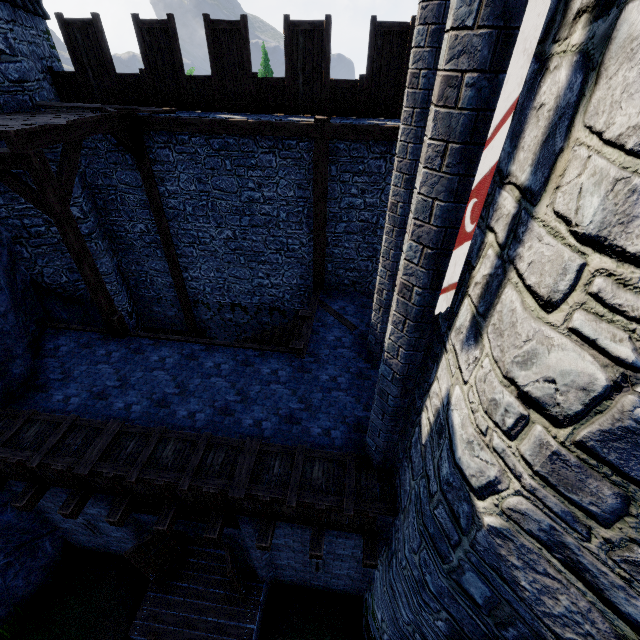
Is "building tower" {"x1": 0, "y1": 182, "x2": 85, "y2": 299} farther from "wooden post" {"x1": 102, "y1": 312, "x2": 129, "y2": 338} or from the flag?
the flag

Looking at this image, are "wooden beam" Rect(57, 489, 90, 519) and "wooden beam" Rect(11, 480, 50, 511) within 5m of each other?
yes

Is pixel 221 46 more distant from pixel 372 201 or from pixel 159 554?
pixel 159 554

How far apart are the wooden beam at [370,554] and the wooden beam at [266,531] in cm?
176

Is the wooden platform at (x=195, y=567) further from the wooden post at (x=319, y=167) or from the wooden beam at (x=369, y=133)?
the wooden beam at (x=369, y=133)

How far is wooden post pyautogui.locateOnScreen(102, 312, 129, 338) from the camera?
8.6 meters

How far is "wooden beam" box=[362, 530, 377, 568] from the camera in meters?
5.7 m

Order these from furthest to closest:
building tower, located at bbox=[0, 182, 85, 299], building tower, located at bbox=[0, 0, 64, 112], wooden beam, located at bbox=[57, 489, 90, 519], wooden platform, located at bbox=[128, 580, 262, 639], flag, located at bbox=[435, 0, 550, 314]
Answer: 1. building tower, located at bbox=[0, 182, 85, 299]
2. wooden platform, located at bbox=[128, 580, 262, 639]
3. building tower, located at bbox=[0, 0, 64, 112]
4. wooden beam, located at bbox=[57, 489, 90, 519]
5. flag, located at bbox=[435, 0, 550, 314]
